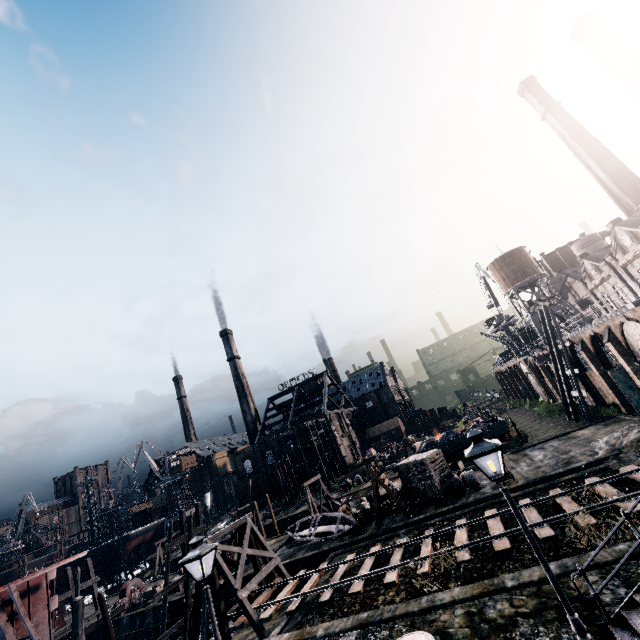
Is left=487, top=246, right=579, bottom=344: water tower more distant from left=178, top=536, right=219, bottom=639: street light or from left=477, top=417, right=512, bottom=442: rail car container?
left=178, top=536, right=219, bottom=639: street light

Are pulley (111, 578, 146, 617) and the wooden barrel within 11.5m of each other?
no

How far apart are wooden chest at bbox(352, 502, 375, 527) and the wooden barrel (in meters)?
6.83

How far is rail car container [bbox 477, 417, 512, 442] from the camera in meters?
35.8

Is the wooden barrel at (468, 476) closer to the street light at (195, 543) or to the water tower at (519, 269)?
the street light at (195, 543)

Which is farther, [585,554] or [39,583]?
[39,583]

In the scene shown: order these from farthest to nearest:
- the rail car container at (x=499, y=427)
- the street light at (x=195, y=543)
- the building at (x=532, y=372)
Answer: the building at (x=532, y=372)
the rail car container at (x=499, y=427)
the street light at (x=195, y=543)

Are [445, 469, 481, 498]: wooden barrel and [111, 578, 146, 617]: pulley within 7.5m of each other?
no
